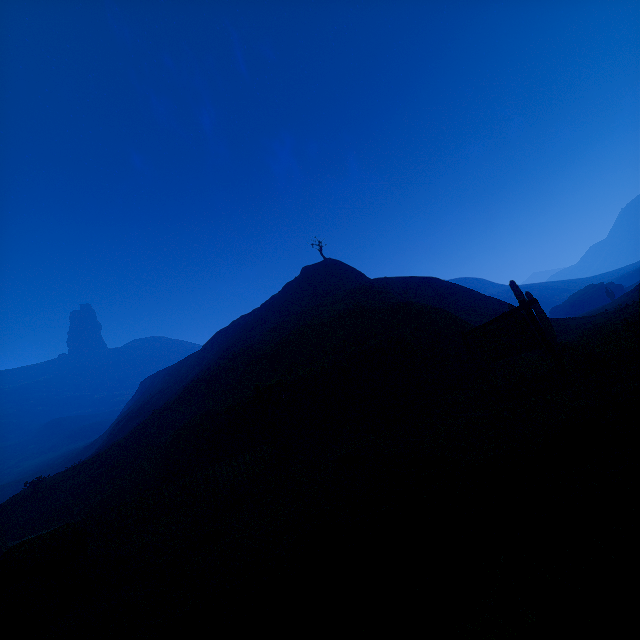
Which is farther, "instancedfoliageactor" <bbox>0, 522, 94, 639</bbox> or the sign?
the sign

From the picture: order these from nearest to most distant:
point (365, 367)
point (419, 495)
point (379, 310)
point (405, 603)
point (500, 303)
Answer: point (405, 603)
point (419, 495)
point (365, 367)
point (379, 310)
point (500, 303)

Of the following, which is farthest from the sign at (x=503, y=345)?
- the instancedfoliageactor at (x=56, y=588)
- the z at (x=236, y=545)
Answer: the instancedfoliageactor at (x=56, y=588)

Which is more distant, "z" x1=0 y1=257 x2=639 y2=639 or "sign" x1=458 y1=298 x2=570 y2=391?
"sign" x1=458 y1=298 x2=570 y2=391

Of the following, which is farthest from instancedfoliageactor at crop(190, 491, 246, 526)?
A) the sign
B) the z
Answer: the sign

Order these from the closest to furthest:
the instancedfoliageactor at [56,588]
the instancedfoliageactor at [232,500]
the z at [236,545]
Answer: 1. the z at [236,545]
2. the instancedfoliageactor at [56,588]
3. the instancedfoliageactor at [232,500]

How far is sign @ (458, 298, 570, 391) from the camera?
8.6 meters

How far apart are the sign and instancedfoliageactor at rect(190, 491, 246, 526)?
8.5 meters
